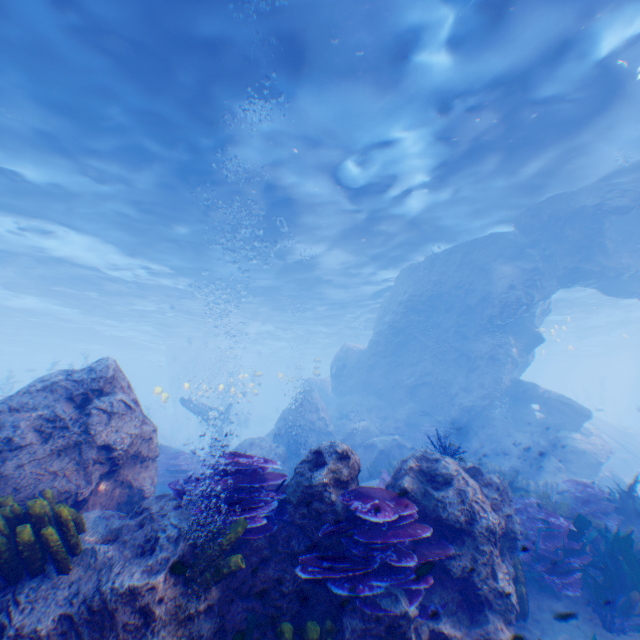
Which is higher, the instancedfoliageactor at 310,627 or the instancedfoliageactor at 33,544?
the instancedfoliageactor at 33,544

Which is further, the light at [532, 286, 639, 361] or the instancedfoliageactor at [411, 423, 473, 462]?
the light at [532, 286, 639, 361]

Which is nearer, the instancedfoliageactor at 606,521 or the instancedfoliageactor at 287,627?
the instancedfoliageactor at 287,627

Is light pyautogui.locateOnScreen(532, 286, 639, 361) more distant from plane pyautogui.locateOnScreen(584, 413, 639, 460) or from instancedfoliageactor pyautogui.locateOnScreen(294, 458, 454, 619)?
instancedfoliageactor pyautogui.locateOnScreen(294, 458, 454, 619)

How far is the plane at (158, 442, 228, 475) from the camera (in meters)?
12.28

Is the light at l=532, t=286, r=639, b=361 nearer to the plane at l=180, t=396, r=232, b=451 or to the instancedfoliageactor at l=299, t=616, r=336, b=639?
the plane at l=180, t=396, r=232, b=451

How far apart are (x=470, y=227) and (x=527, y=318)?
5.6m
